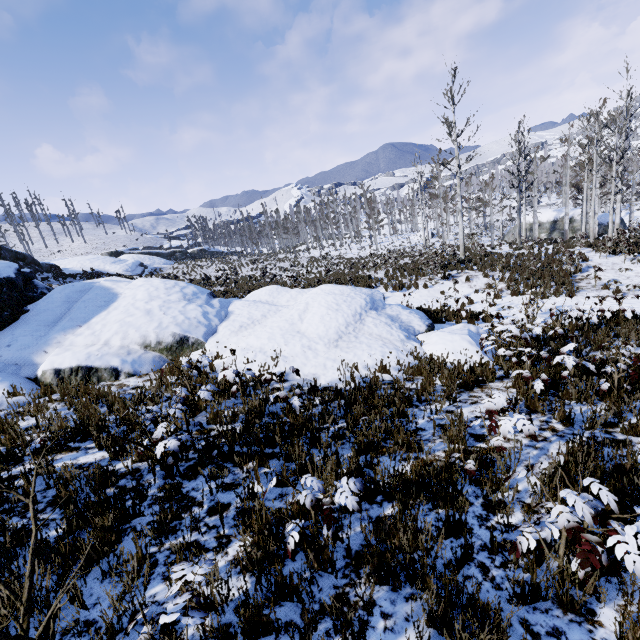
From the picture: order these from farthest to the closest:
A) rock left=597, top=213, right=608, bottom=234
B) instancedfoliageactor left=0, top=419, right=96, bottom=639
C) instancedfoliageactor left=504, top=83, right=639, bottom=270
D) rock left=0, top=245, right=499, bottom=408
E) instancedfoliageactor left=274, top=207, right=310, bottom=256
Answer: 1. instancedfoliageactor left=274, top=207, right=310, bottom=256
2. rock left=597, top=213, right=608, bottom=234
3. instancedfoliageactor left=504, top=83, right=639, bottom=270
4. rock left=0, top=245, right=499, bottom=408
5. instancedfoliageactor left=0, top=419, right=96, bottom=639

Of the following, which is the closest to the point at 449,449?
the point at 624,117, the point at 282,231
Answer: the point at 624,117

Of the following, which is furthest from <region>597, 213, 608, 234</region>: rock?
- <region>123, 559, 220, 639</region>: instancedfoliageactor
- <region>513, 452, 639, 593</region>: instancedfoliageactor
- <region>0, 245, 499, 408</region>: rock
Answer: <region>123, 559, 220, 639</region>: instancedfoliageactor

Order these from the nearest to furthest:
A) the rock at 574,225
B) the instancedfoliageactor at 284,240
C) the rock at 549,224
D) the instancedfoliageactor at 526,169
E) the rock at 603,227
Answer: the instancedfoliageactor at 526,169 → the rock at 603,227 → the rock at 574,225 → the rock at 549,224 → the instancedfoliageactor at 284,240

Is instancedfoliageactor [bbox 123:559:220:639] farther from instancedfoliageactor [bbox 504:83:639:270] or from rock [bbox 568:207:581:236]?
rock [bbox 568:207:581:236]

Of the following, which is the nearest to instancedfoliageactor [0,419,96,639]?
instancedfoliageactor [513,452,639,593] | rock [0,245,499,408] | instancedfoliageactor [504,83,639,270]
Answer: instancedfoliageactor [513,452,639,593]

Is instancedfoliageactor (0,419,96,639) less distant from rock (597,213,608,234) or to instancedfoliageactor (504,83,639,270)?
instancedfoliageactor (504,83,639,270)

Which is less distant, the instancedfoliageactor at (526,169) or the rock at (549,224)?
the instancedfoliageactor at (526,169)
